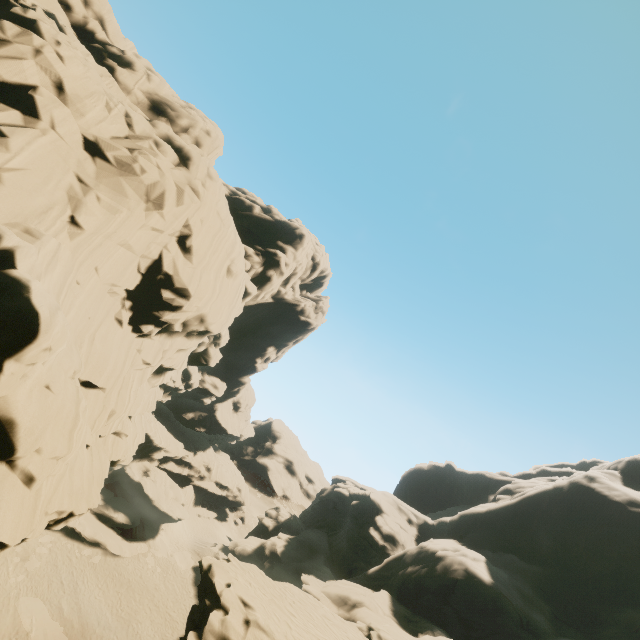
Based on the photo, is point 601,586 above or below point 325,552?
above

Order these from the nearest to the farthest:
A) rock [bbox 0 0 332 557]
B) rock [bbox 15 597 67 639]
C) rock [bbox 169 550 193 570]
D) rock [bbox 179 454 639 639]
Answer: rock [bbox 0 0 332 557], rock [bbox 179 454 639 639], rock [bbox 15 597 67 639], rock [bbox 169 550 193 570]

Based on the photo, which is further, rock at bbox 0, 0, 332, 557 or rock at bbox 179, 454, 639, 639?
rock at bbox 179, 454, 639, 639

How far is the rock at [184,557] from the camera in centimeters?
3666cm

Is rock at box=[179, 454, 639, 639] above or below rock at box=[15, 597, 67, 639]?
above

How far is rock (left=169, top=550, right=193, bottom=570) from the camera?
36.66m

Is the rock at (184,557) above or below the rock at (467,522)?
below
